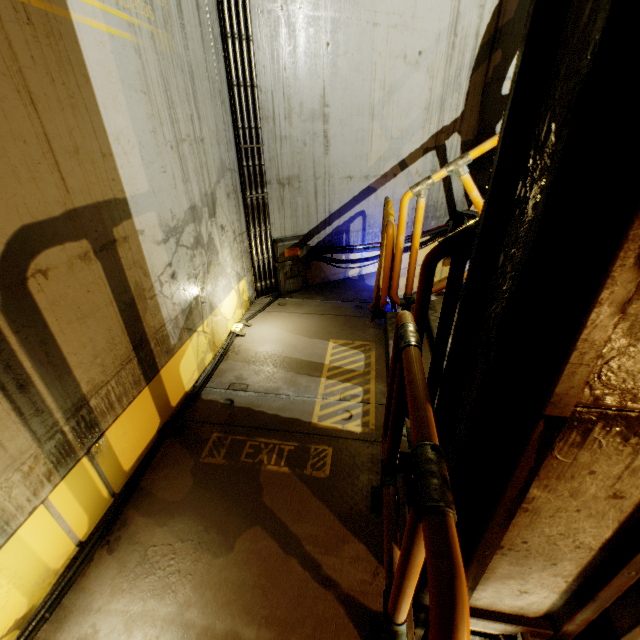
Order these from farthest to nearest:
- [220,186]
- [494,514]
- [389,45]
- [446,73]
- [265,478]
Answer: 1. [446,73]
2. [389,45]
3. [220,186]
4. [265,478]
5. [494,514]

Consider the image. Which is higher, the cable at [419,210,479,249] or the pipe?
the pipe

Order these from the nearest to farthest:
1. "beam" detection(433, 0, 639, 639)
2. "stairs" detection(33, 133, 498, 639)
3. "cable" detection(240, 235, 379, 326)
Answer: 1. "beam" detection(433, 0, 639, 639)
2. "stairs" detection(33, 133, 498, 639)
3. "cable" detection(240, 235, 379, 326)

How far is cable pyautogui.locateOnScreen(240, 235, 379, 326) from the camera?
4.5m

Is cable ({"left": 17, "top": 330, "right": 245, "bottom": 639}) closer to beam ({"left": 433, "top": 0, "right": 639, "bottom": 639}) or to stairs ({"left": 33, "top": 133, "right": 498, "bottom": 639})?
stairs ({"left": 33, "top": 133, "right": 498, "bottom": 639})

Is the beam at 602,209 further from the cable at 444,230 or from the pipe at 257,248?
the pipe at 257,248

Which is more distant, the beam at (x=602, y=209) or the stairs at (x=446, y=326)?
the stairs at (x=446, y=326)

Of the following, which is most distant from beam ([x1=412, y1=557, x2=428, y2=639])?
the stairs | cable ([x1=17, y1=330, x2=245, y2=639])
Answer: cable ([x1=17, y1=330, x2=245, y2=639])
